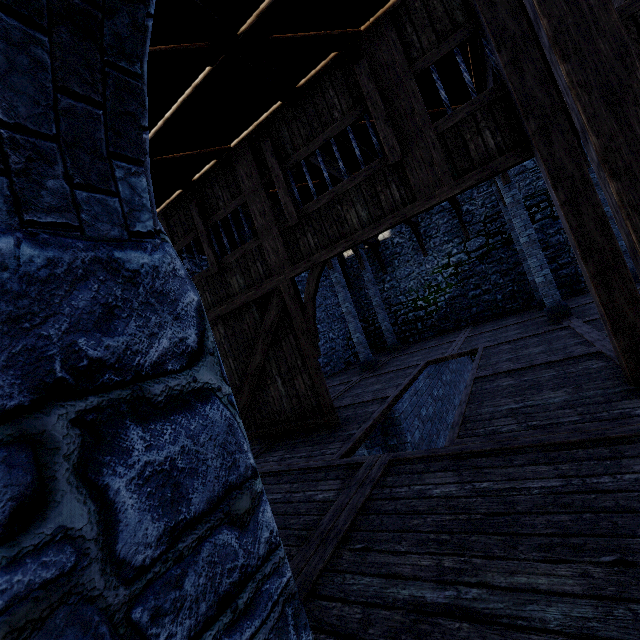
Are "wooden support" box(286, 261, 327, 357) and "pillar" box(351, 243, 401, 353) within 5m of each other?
no

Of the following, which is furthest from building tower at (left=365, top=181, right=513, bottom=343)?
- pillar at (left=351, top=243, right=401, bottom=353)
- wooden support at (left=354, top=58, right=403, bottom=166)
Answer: wooden support at (left=354, top=58, right=403, bottom=166)

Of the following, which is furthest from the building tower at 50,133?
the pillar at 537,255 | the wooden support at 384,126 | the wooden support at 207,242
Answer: the pillar at 537,255

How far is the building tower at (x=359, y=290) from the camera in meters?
17.9

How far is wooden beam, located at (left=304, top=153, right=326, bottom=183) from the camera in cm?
704

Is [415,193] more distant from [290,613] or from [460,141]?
[290,613]

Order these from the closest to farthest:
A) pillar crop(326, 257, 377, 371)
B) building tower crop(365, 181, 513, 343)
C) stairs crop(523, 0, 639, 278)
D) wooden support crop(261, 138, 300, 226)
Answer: stairs crop(523, 0, 639, 278), wooden support crop(261, 138, 300, 226), pillar crop(326, 257, 377, 371), building tower crop(365, 181, 513, 343)

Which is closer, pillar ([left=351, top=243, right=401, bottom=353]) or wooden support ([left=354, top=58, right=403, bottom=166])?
wooden support ([left=354, top=58, right=403, bottom=166])
